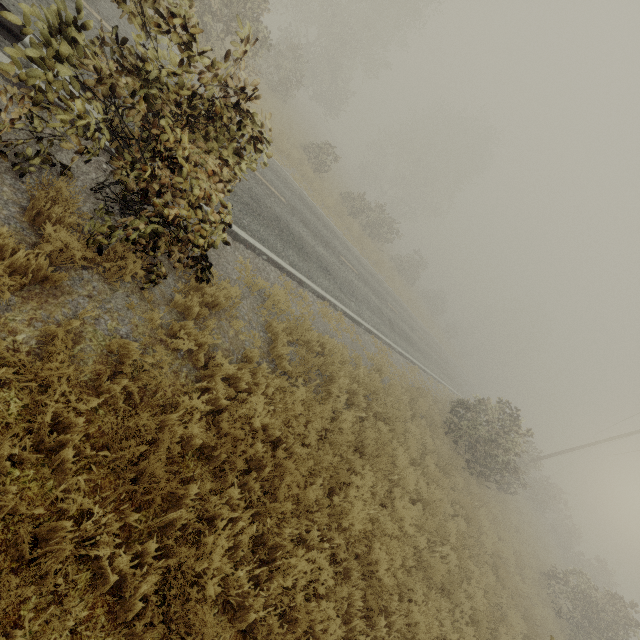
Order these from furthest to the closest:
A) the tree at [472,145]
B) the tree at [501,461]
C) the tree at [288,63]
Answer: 1. the tree at [472,145]
2. the tree at [501,461]
3. the tree at [288,63]

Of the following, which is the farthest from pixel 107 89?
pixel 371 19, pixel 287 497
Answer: pixel 371 19

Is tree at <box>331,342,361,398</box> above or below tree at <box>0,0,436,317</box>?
below

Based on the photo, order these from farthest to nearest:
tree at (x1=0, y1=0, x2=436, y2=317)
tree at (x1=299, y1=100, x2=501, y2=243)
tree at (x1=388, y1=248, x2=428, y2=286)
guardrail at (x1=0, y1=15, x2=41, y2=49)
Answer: tree at (x1=388, y1=248, x2=428, y2=286) → tree at (x1=299, y1=100, x2=501, y2=243) → guardrail at (x1=0, y1=15, x2=41, y2=49) → tree at (x1=0, y1=0, x2=436, y2=317)

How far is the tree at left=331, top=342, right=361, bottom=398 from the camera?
7.6 meters

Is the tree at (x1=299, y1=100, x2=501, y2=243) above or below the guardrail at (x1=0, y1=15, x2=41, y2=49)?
above

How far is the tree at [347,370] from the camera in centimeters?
762cm
